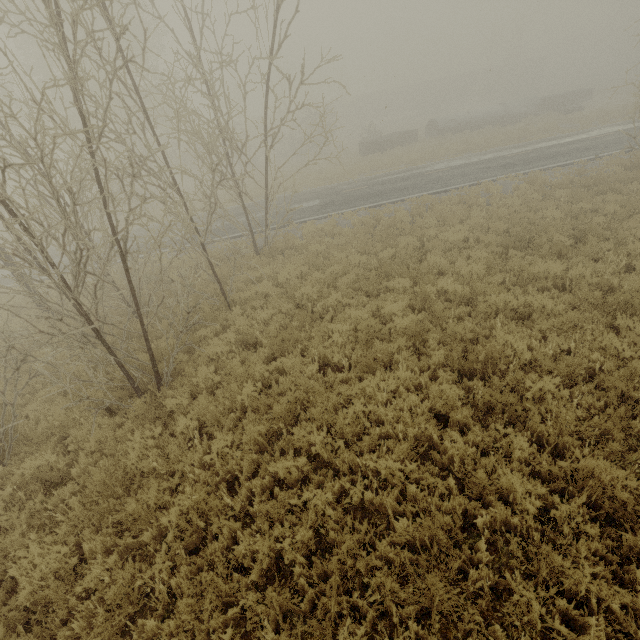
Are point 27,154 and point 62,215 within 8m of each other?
yes

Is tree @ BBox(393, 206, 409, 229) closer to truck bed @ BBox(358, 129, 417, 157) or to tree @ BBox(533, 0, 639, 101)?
truck bed @ BBox(358, 129, 417, 157)

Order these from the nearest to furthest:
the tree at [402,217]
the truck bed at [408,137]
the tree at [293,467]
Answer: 1. the tree at [293,467]
2. the tree at [402,217]
3. the truck bed at [408,137]

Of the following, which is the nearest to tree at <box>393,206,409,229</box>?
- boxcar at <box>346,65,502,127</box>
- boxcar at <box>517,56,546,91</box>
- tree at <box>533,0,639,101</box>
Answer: tree at <box>533,0,639,101</box>

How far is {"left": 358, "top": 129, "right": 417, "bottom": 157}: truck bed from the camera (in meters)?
29.20

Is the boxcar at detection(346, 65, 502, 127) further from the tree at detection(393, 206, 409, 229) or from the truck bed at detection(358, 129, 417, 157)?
the truck bed at detection(358, 129, 417, 157)

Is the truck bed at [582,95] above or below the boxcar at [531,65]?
below

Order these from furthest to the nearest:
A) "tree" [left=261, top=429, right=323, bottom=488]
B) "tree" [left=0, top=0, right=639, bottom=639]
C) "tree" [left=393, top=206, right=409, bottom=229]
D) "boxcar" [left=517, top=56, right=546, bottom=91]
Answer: "boxcar" [left=517, top=56, right=546, bottom=91], "tree" [left=393, top=206, right=409, bottom=229], "tree" [left=261, top=429, right=323, bottom=488], "tree" [left=0, top=0, right=639, bottom=639]
